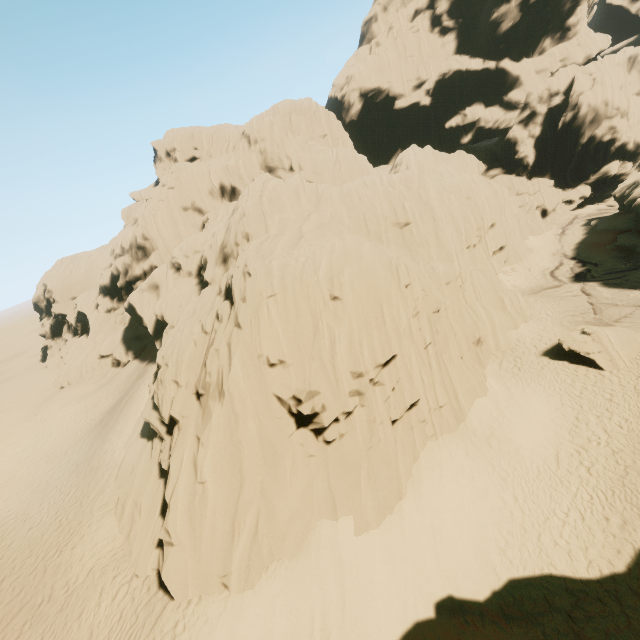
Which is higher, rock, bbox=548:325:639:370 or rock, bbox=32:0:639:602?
rock, bbox=32:0:639:602

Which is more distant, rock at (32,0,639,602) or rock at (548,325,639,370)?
rock at (548,325,639,370)

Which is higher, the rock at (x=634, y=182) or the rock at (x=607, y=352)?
the rock at (x=634, y=182)

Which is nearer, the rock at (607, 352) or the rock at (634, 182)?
the rock at (634, 182)

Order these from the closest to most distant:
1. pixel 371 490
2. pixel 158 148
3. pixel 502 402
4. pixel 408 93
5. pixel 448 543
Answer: pixel 448 543 < pixel 371 490 < pixel 502 402 < pixel 158 148 < pixel 408 93
